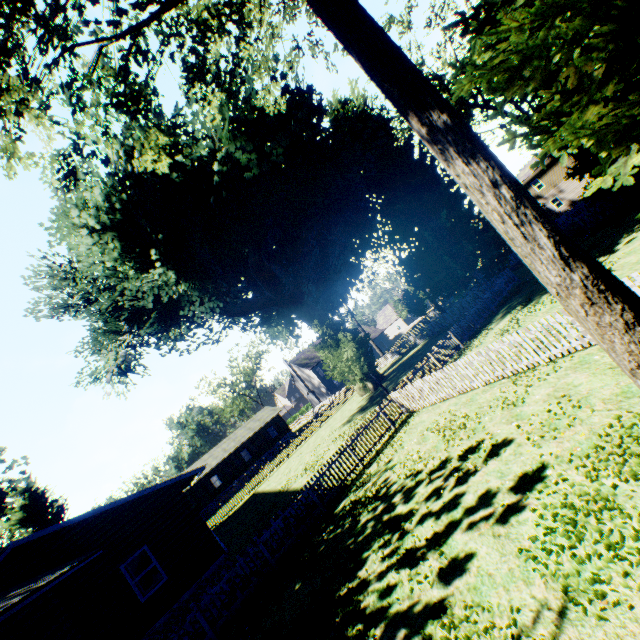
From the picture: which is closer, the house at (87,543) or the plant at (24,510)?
the house at (87,543)

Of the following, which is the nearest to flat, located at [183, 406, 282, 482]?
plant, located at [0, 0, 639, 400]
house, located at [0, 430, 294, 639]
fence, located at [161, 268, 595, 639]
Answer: fence, located at [161, 268, 595, 639]

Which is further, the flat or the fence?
the flat

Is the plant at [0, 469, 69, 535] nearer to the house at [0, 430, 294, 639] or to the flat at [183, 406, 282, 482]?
the house at [0, 430, 294, 639]

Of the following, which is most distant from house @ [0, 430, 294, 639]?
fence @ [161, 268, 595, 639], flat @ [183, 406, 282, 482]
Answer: flat @ [183, 406, 282, 482]

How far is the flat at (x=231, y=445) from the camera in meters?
44.7

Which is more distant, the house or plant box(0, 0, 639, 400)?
the house

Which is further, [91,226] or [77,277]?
[77,277]
